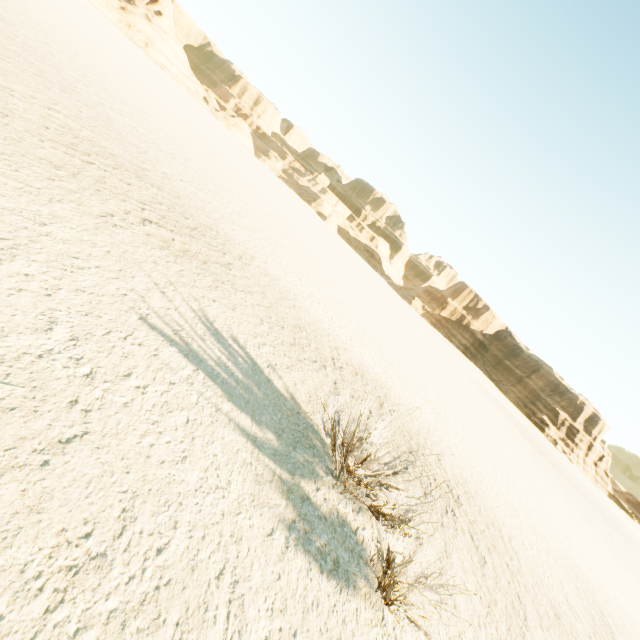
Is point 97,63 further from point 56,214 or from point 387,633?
point 387,633
